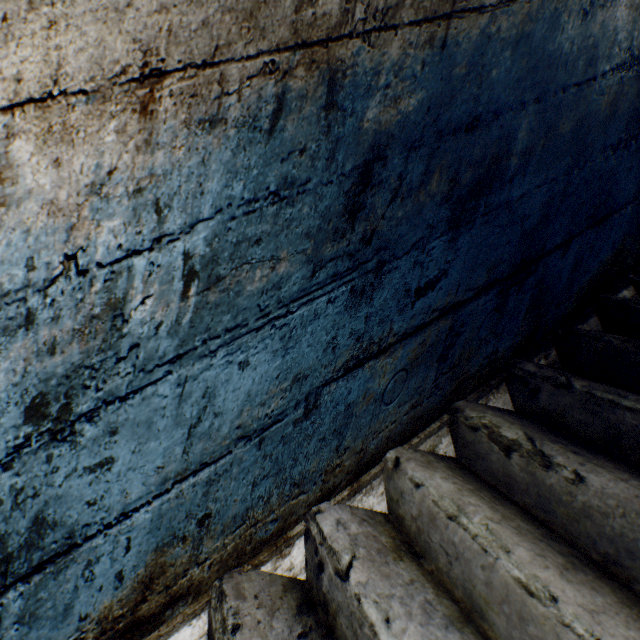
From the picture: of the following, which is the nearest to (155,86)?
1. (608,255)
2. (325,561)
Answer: (325,561)
